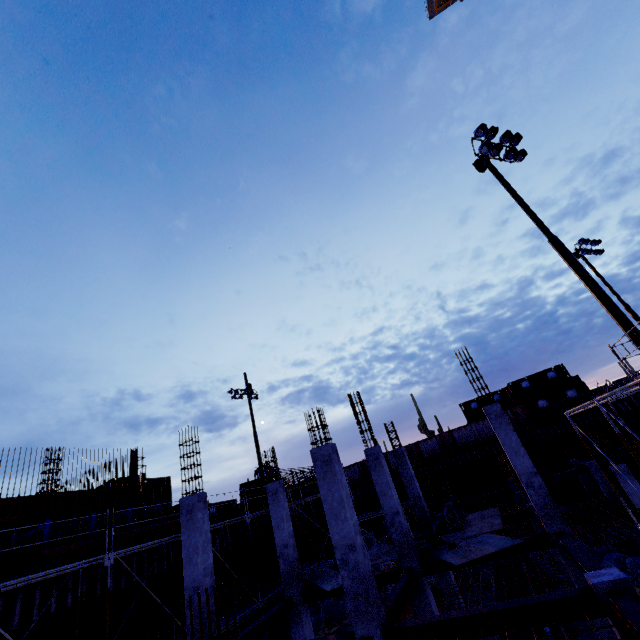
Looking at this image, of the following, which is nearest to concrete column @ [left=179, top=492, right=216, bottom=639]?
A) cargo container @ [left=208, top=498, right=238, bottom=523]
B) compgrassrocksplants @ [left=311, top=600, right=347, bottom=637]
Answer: compgrassrocksplants @ [left=311, top=600, right=347, bottom=637]

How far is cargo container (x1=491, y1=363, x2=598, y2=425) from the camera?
32.7m

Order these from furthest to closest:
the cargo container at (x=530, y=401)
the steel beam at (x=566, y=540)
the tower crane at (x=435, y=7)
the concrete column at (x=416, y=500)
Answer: the tower crane at (x=435, y=7), the cargo container at (x=530, y=401), the concrete column at (x=416, y=500), the steel beam at (x=566, y=540)

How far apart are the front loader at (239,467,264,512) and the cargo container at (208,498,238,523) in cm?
793

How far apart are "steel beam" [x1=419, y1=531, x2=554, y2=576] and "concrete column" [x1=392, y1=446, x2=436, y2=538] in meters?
4.5

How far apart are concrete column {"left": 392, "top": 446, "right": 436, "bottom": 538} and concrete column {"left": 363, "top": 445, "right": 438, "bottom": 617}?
4.33m

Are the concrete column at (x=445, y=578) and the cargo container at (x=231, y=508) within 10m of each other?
no

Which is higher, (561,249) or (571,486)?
(561,249)
